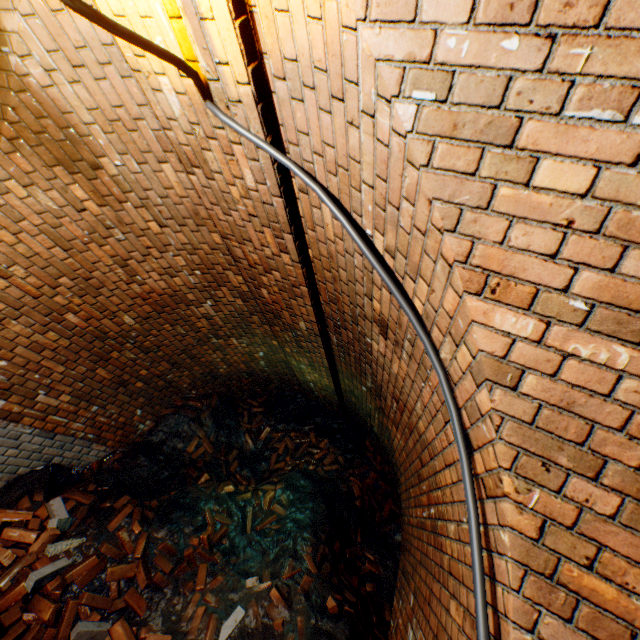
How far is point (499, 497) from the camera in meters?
1.2 m

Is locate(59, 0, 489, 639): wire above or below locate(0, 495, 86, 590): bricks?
above

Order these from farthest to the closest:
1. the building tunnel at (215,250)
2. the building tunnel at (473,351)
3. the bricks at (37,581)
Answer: the bricks at (37,581) → the building tunnel at (215,250) → the building tunnel at (473,351)

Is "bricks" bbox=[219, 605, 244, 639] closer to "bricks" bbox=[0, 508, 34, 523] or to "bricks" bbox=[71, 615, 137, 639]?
"bricks" bbox=[71, 615, 137, 639]

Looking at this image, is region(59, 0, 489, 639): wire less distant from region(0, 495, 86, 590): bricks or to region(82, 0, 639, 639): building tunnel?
region(82, 0, 639, 639): building tunnel

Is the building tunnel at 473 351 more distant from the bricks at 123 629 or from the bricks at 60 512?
the bricks at 123 629

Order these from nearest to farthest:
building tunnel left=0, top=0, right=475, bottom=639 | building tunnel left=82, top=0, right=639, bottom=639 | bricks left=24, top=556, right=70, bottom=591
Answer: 1. building tunnel left=82, top=0, right=639, bottom=639
2. building tunnel left=0, top=0, right=475, bottom=639
3. bricks left=24, top=556, right=70, bottom=591

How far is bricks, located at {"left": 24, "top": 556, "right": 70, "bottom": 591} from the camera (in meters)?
2.88
